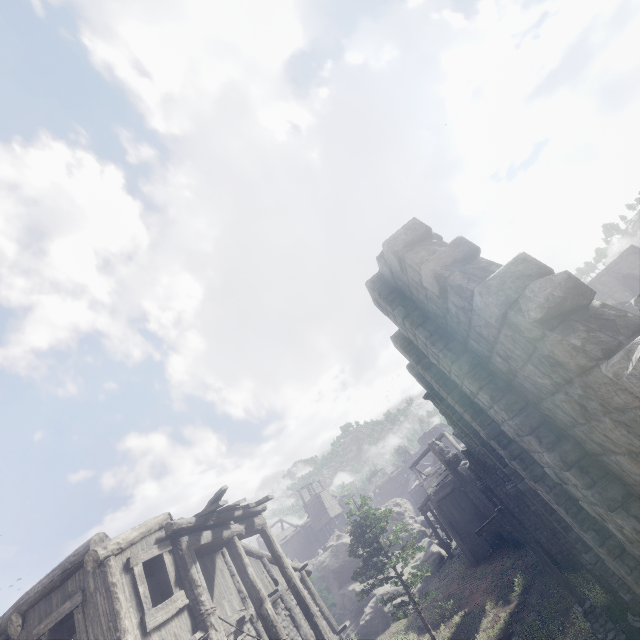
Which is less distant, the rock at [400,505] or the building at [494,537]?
the building at [494,537]

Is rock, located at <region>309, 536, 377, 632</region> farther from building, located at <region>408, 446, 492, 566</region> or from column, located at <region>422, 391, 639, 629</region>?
column, located at <region>422, 391, 639, 629</region>

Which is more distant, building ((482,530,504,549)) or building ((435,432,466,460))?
building ((435,432,466,460))

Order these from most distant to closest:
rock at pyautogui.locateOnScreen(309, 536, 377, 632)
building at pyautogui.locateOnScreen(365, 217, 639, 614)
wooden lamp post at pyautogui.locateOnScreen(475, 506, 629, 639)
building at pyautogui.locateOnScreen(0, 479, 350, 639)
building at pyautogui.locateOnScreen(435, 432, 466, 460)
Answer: rock at pyautogui.locateOnScreen(309, 536, 377, 632)
building at pyautogui.locateOnScreen(435, 432, 466, 460)
wooden lamp post at pyautogui.locateOnScreen(475, 506, 629, 639)
building at pyautogui.locateOnScreen(0, 479, 350, 639)
building at pyautogui.locateOnScreen(365, 217, 639, 614)

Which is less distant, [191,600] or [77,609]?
[77,609]

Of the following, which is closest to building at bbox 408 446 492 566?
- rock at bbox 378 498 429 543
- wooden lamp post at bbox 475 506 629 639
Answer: rock at bbox 378 498 429 543
